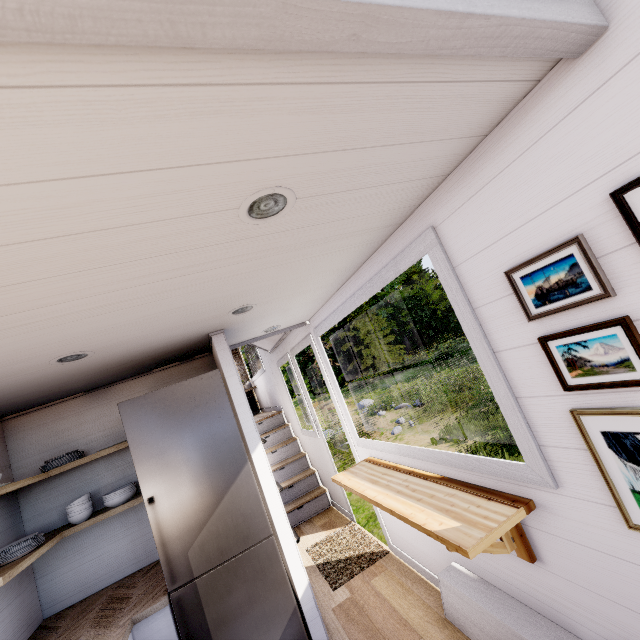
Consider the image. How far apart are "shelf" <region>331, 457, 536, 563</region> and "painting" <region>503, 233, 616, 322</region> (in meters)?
0.93

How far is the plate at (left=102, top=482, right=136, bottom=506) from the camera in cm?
244

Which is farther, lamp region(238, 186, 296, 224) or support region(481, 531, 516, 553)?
support region(481, 531, 516, 553)

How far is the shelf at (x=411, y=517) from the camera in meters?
1.5 m

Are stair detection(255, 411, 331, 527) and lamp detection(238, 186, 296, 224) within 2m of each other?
Answer: no

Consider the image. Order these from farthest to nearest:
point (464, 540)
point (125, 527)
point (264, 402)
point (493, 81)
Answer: point (264, 402) < point (125, 527) < point (464, 540) < point (493, 81)

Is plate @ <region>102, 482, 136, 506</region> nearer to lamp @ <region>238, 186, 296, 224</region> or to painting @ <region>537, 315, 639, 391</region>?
lamp @ <region>238, 186, 296, 224</region>

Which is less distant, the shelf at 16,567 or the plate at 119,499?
the shelf at 16,567
